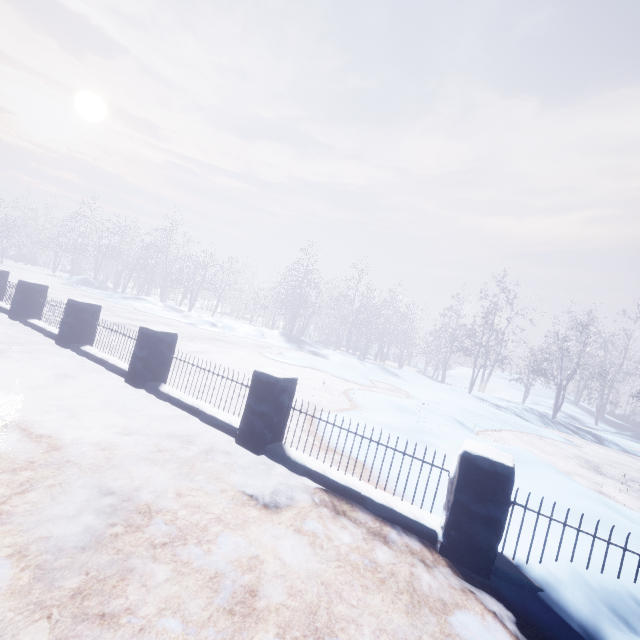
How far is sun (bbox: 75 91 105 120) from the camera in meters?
53.7

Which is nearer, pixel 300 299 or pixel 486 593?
pixel 486 593

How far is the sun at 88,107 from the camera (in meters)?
53.75

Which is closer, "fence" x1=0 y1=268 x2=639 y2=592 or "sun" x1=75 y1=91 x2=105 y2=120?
"fence" x1=0 y1=268 x2=639 y2=592

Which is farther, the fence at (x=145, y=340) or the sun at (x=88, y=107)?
the sun at (x=88, y=107)

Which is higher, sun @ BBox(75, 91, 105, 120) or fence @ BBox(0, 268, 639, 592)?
sun @ BBox(75, 91, 105, 120)
